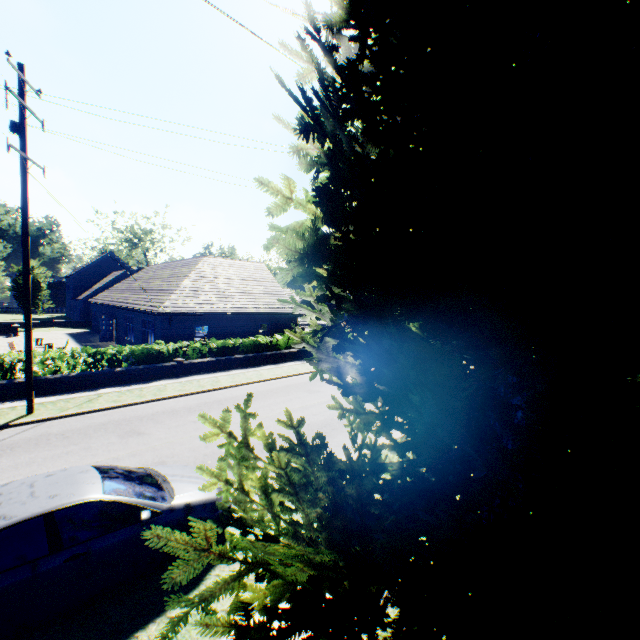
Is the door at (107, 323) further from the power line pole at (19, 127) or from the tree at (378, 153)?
the power line pole at (19, 127)

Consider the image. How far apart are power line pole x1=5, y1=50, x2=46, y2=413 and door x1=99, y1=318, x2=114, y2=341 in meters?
19.6 m

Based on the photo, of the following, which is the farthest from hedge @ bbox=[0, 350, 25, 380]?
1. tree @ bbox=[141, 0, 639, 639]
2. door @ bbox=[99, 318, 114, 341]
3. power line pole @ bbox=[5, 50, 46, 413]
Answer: door @ bbox=[99, 318, 114, 341]

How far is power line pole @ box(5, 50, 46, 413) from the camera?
10.7m

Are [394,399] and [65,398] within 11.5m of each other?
no

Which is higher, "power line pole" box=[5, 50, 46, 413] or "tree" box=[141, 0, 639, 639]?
"power line pole" box=[5, 50, 46, 413]

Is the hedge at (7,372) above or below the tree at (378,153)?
below

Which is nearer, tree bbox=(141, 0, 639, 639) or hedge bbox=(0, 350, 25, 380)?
tree bbox=(141, 0, 639, 639)
